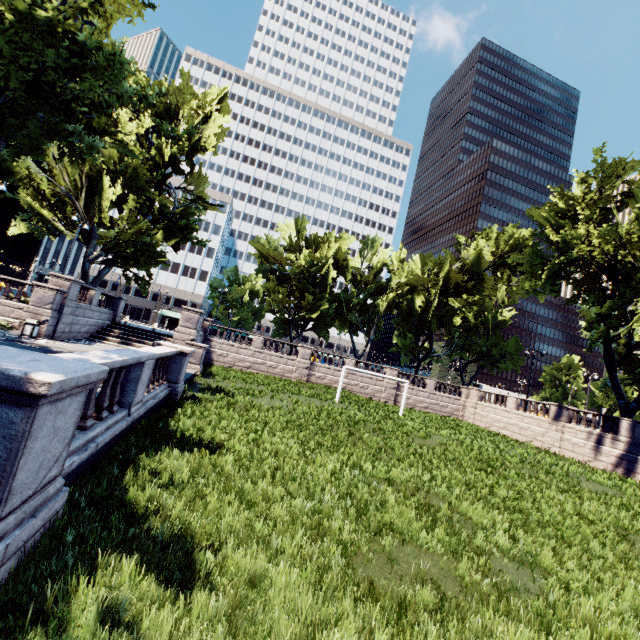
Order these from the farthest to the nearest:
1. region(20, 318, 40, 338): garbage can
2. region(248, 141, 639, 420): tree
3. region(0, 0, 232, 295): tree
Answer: region(248, 141, 639, 420): tree < region(20, 318, 40, 338): garbage can < region(0, 0, 232, 295): tree

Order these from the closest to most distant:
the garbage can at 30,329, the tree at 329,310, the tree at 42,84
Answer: the tree at 42,84, the garbage can at 30,329, the tree at 329,310

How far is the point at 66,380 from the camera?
3.33m

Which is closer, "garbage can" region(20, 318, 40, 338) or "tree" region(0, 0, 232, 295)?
"tree" region(0, 0, 232, 295)

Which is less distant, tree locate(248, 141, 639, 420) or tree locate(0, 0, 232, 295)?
tree locate(0, 0, 232, 295)

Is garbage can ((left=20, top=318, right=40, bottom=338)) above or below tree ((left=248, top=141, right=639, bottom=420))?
below

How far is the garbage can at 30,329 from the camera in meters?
17.8
